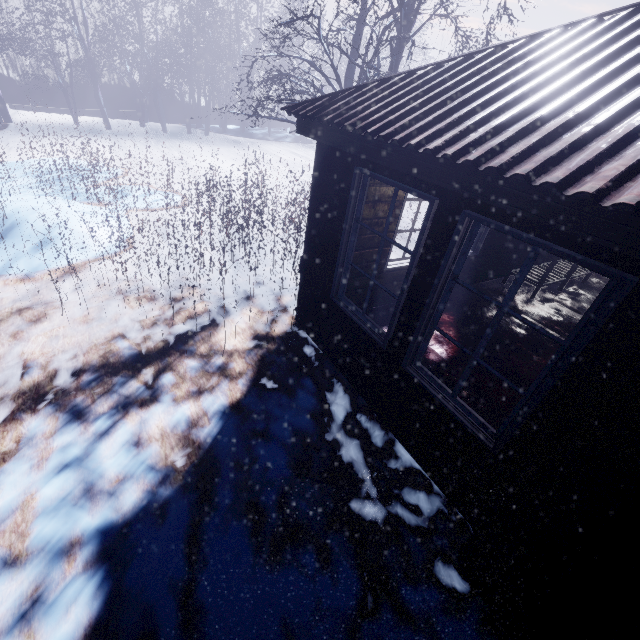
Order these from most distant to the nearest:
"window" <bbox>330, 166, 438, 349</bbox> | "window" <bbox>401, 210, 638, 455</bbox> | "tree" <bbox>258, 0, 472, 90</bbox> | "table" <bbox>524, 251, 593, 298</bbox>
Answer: "table" <bbox>524, 251, 593, 298</bbox> → "tree" <bbox>258, 0, 472, 90</bbox> → "window" <bbox>330, 166, 438, 349</bbox> → "window" <bbox>401, 210, 638, 455</bbox>

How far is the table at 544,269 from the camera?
5.3 meters

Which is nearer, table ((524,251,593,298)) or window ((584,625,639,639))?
window ((584,625,639,639))

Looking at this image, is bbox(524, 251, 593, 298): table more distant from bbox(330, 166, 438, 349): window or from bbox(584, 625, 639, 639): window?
bbox(584, 625, 639, 639): window

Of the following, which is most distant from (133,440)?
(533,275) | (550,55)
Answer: (533,275)

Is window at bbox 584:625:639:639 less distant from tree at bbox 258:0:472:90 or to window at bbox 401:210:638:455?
window at bbox 401:210:638:455

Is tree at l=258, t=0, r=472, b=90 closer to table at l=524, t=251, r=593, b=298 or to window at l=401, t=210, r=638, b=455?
table at l=524, t=251, r=593, b=298

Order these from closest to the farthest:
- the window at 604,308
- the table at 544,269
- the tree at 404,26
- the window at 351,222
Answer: the window at 604,308 < the window at 351,222 < the tree at 404,26 < the table at 544,269
